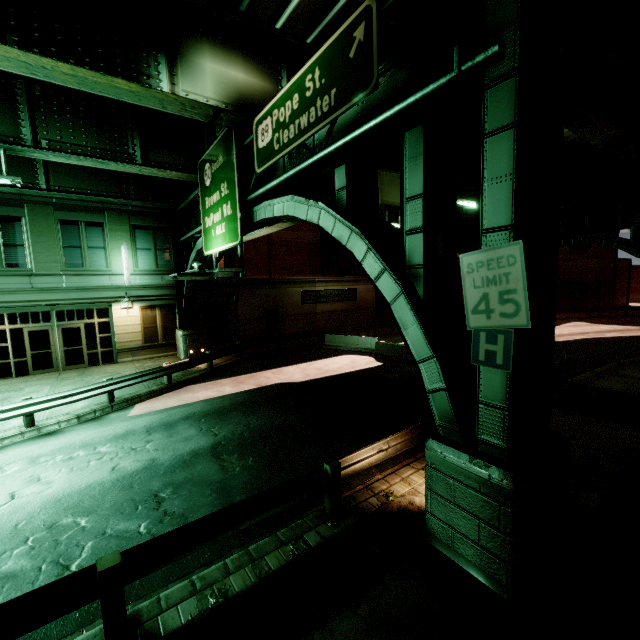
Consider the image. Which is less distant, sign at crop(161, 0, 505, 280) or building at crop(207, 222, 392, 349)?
sign at crop(161, 0, 505, 280)

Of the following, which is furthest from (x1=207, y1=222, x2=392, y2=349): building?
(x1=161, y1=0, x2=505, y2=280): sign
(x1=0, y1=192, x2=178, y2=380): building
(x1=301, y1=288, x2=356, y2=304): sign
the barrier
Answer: (x1=161, y1=0, x2=505, y2=280): sign

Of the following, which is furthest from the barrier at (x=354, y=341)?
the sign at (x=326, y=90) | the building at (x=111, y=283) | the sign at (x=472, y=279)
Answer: the sign at (x=472, y=279)

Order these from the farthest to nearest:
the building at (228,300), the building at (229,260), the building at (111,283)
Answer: the building at (228,300), the building at (229,260), the building at (111,283)

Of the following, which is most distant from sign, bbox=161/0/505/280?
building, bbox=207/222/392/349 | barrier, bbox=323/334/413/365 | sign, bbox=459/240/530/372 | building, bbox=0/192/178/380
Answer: barrier, bbox=323/334/413/365

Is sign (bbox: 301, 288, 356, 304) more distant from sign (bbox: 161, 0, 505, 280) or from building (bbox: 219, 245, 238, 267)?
sign (bbox: 161, 0, 505, 280)

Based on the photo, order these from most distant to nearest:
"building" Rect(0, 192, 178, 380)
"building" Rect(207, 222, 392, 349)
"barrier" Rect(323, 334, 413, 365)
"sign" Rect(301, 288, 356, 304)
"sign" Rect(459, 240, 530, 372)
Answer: "sign" Rect(301, 288, 356, 304) → "building" Rect(207, 222, 392, 349) → "barrier" Rect(323, 334, 413, 365) → "building" Rect(0, 192, 178, 380) → "sign" Rect(459, 240, 530, 372)

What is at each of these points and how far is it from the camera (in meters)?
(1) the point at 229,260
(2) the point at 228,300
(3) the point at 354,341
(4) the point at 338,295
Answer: (1) building, 22.91
(2) building, 23.06
(3) barrier, 21.31
(4) sign, 28.70
